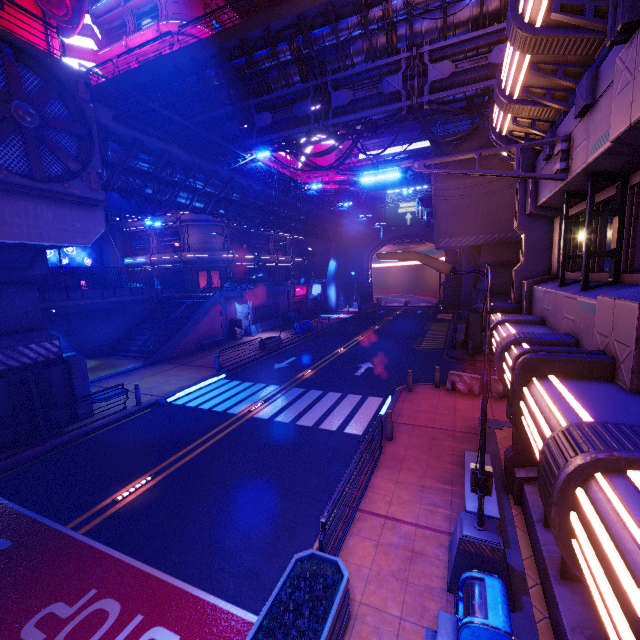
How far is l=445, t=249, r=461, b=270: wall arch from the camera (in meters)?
48.22

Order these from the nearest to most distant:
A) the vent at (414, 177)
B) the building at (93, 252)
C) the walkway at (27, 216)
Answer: the walkway at (27, 216) → the building at (93, 252) → the vent at (414, 177)

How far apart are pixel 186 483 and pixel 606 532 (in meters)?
10.40

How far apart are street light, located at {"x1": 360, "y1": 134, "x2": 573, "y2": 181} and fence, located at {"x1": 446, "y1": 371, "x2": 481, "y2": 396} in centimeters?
1127cm

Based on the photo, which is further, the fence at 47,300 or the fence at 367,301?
the fence at 367,301

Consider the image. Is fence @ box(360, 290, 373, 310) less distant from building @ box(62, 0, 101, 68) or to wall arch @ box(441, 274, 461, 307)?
wall arch @ box(441, 274, 461, 307)

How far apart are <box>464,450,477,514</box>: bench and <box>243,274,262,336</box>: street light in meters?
25.1 m

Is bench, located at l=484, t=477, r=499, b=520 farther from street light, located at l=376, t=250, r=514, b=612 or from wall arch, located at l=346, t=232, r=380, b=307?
wall arch, located at l=346, t=232, r=380, b=307
